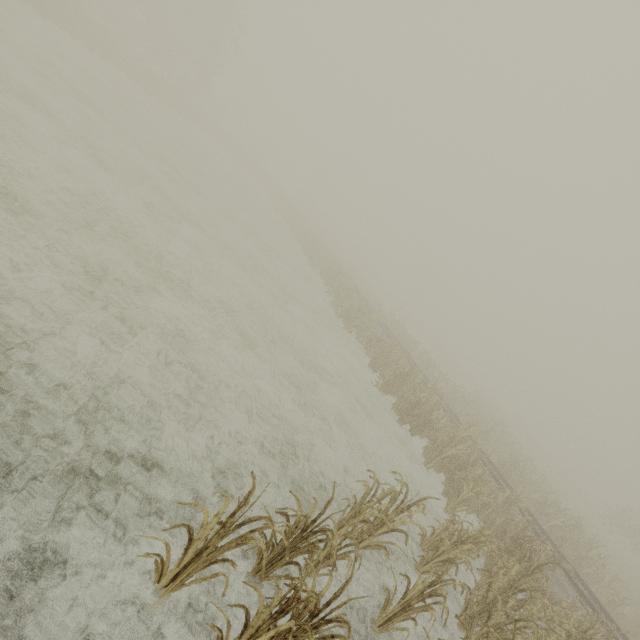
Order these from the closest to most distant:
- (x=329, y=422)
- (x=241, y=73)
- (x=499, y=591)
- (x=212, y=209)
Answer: (x=499, y=591), (x=329, y=422), (x=212, y=209), (x=241, y=73)
